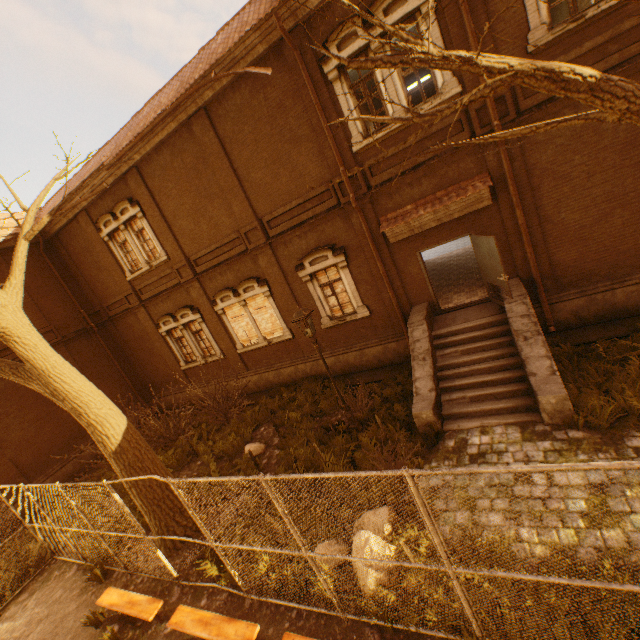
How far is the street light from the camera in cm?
798

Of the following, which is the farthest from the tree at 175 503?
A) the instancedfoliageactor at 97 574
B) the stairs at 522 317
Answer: the stairs at 522 317

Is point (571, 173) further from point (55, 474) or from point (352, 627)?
point (55, 474)

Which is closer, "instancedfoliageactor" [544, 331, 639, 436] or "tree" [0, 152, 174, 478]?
"instancedfoliageactor" [544, 331, 639, 436]

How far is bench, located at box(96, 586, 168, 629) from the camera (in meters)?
6.17

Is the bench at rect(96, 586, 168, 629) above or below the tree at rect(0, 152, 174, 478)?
below

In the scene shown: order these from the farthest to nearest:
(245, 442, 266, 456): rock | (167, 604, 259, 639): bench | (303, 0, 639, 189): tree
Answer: (245, 442, 266, 456): rock, (167, 604, 259, 639): bench, (303, 0, 639, 189): tree

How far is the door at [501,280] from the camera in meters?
8.2
